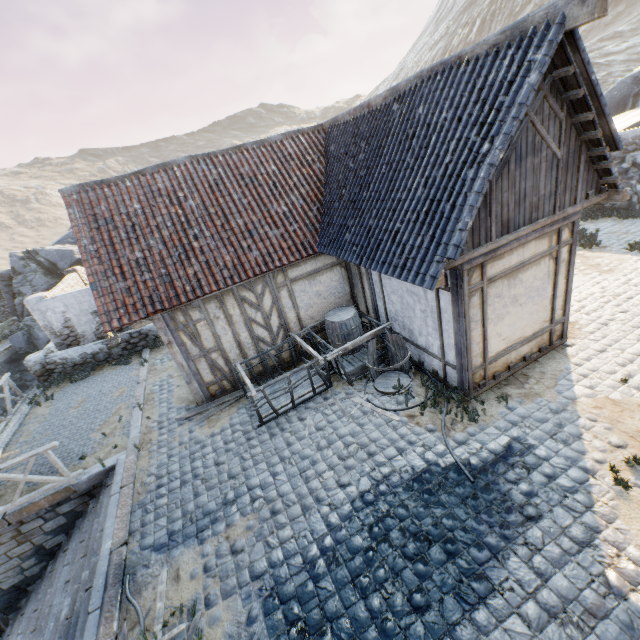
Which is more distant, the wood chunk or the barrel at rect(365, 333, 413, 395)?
the wood chunk

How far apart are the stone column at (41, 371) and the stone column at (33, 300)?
0.3 meters

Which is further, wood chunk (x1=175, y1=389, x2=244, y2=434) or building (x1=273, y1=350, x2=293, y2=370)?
building (x1=273, y1=350, x2=293, y2=370)

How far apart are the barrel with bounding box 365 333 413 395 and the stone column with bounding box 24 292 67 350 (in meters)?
12.52

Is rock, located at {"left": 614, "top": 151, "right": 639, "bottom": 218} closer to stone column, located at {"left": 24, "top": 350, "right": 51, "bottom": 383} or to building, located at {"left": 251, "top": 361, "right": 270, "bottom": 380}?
building, located at {"left": 251, "top": 361, "right": 270, "bottom": 380}

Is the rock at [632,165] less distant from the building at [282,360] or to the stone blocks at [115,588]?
the stone blocks at [115,588]

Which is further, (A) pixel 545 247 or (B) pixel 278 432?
(B) pixel 278 432

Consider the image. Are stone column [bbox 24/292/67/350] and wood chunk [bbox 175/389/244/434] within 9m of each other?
yes
